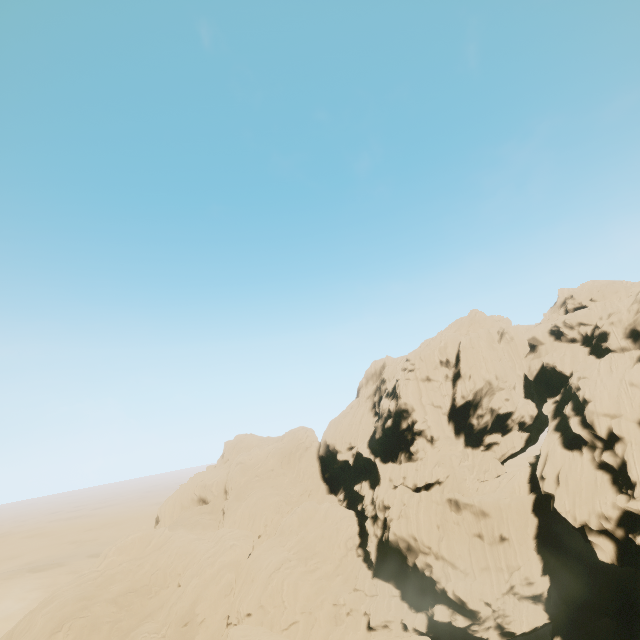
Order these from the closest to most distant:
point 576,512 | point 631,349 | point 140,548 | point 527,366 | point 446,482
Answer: point 576,512, point 631,349, point 446,482, point 140,548, point 527,366
